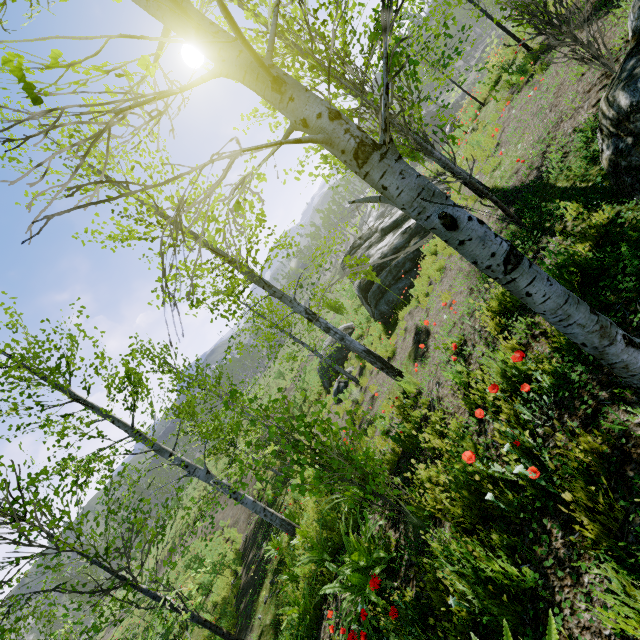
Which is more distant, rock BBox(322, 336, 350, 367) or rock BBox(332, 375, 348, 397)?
rock BBox(322, 336, 350, 367)

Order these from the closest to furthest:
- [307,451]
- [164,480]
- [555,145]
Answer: [307,451], [555,145], [164,480]

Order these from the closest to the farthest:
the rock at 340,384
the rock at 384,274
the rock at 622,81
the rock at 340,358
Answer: the rock at 622,81, the rock at 384,274, the rock at 340,384, the rock at 340,358

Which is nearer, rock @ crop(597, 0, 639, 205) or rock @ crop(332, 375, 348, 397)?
rock @ crop(597, 0, 639, 205)

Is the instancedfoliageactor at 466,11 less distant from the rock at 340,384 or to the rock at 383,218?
the rock at 383,218

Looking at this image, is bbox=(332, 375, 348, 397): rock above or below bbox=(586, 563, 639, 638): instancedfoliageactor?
below

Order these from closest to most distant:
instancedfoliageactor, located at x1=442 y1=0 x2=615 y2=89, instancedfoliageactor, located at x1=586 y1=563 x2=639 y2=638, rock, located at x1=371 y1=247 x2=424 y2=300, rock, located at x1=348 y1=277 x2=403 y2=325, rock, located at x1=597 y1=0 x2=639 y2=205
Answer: instancedfoliageactor, located at x1=586 y1=563 x2=639 y2=638 → rock, located at x1=597 y1=0 x2=639 y2=205 → instancedfoliageactor, located at x1=442 y1=0 x2=615 y2=89 → rock, located at x1=371 y1=247 x2=424 y2=300 → rock, located at x1=348 y1=277 x2=403 y2=325

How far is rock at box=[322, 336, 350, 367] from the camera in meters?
17.8 m
